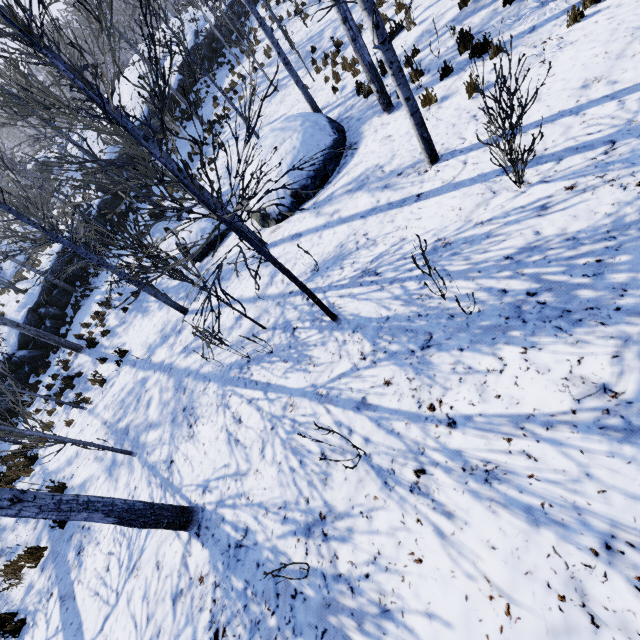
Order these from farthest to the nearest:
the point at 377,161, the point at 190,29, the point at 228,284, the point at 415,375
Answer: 1. the point at 190,29
2. the point at 228,284
3. the point at 377,161
4. the point at 415,375

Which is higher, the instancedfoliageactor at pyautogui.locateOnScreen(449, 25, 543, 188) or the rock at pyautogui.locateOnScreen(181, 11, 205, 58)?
the rock at pyautogui.locateOnScreen(181, 11, 205, 58)

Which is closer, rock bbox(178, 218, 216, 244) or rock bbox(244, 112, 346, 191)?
rock bbox(244, 112, 346, 191)

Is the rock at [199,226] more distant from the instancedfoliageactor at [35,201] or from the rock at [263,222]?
the instancedfoliageactor at [35,201]

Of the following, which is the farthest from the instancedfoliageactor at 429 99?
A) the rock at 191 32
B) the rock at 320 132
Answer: the rock at 320 132

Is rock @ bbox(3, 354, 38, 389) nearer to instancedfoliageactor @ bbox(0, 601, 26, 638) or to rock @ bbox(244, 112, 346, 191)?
instancedfoliageactor @ bbox(0, 601, 26, 638)

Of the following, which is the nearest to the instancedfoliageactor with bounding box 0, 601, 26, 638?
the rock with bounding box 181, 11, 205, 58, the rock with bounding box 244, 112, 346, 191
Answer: the rock with bounding box 181, 11, 205, 58
